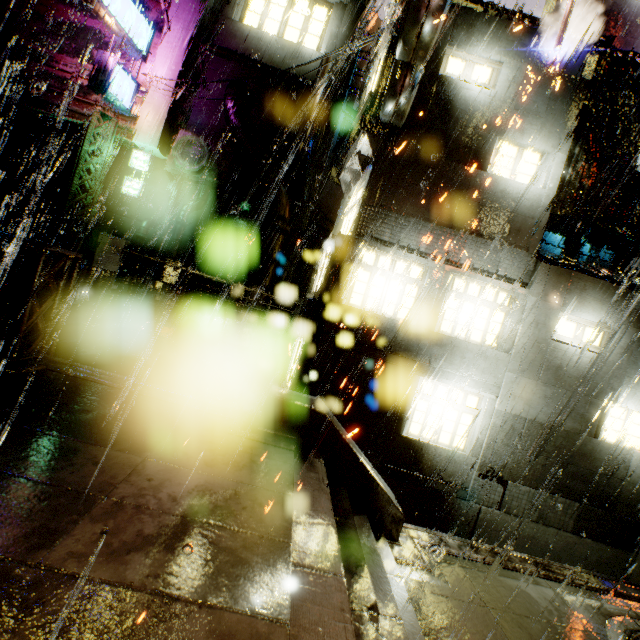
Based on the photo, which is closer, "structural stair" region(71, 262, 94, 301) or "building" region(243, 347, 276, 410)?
"structural stair" region(71, 262, 94, 301)

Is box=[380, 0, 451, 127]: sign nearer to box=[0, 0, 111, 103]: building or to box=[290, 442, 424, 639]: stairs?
box=[0, 0, 111, 103]: building

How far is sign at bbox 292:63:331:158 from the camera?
14.0 meters

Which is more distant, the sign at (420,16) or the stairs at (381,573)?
the sign at (420,16)

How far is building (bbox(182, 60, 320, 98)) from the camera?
16.9 meters

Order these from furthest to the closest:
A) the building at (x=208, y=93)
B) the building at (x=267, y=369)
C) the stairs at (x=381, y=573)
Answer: the building at (x=208, y=93) < the building at (x=267, y=369) < the stairs at (x=381, y=573)

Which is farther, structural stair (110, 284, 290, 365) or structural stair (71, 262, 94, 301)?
structural stair (110, 284, 290, 365)

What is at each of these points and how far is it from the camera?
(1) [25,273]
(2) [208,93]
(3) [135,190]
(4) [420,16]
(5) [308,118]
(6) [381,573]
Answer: (1) support beam, 5.8 meters
(2) building, 18.5 meters
(3) sign, 16.1 meters
(4) sign, 5.7 meters
(5) sign, 14.4 meters
(6) stairs, 4.6 meters
